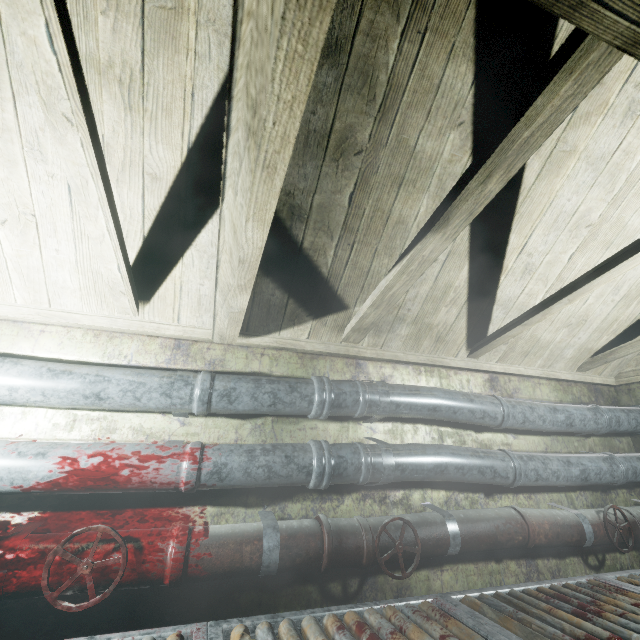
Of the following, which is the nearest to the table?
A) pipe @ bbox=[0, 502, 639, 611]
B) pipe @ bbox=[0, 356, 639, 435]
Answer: pipe @ bbox=[0, 502, 639, 611]

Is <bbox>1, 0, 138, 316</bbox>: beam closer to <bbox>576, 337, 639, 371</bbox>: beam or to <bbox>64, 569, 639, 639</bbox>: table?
<bbox>64, 569, 639, 639</bbox>: table

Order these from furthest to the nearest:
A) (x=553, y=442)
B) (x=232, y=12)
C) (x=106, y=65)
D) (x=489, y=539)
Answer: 1. (x=553, y=442)
2. (x=489, y=539)
3. (x=106, y=65)
4. (x=232, y=12)

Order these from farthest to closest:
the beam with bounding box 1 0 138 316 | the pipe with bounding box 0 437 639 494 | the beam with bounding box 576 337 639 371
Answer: the beam with bounding box 576 337 639 371 < the pipe with bounding box 0 437 639 494 < the beam with bounding box 1 0 138 316

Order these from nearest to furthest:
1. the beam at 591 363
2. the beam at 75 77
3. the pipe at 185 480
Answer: the beam at 75 77 < the pipe at 185 480 < the beam at 591 363

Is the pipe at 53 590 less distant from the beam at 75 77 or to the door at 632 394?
the door at 632 394

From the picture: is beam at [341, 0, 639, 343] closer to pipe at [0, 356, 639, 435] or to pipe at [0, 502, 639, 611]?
pipe at [0, 356, 639, 435]

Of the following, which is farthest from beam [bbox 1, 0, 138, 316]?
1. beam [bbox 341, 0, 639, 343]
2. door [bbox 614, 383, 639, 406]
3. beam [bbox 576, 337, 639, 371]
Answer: door [bbox 614, 383, 639, 406]
